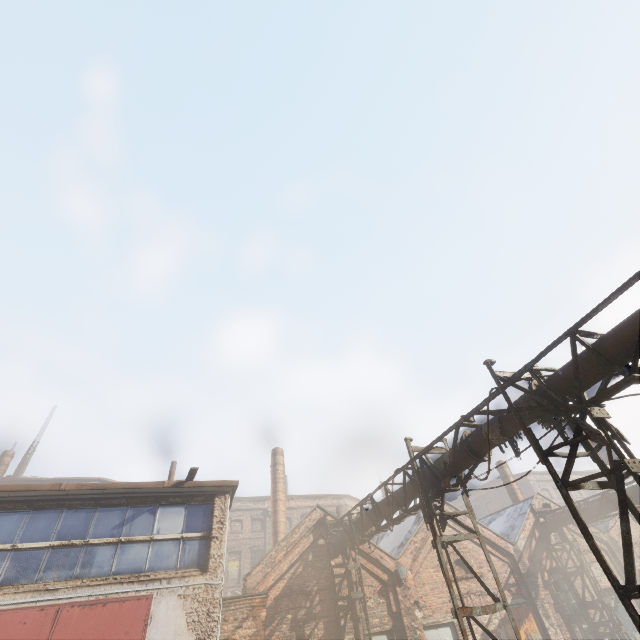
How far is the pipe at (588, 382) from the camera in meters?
5.5

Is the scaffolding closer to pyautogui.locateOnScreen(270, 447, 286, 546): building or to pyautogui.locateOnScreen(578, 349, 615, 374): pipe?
pyautogui.locateOnScreen(578, 349, 615, 374): pipe

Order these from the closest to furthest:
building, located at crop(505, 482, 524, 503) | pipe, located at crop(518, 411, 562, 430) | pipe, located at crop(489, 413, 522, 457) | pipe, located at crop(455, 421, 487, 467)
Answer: pipe, located at crop(518, 411, 562, 430), pipe, located at crop(489, 413, 522, 457), pipe, located at crop(455, 421, 487, 467), building, located at crop(505, 482, 524, 503)

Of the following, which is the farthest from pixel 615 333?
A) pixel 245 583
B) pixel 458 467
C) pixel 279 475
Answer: pixel 279 475

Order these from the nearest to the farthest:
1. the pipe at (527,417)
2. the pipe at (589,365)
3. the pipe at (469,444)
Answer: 1. the pipe at (589,365)
2. the pipe at (527,417)
3. the pipe at (469,444)

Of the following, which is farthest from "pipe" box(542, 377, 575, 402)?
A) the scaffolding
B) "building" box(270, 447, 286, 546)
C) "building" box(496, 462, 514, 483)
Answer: "building" box(270, 447, 286, 546)

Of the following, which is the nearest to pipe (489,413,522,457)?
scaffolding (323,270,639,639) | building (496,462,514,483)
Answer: scaffolding (323,270,639,639)
